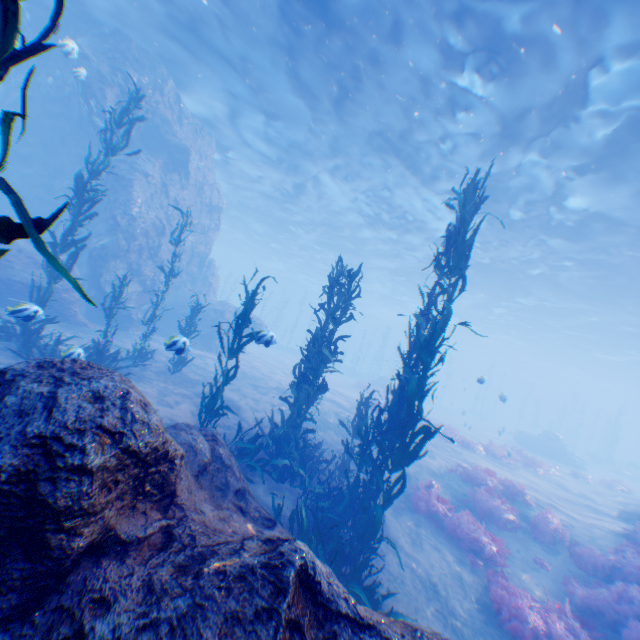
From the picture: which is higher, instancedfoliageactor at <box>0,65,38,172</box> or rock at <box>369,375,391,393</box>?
instancedfoliageactor at <box>0,65,38,172</box>

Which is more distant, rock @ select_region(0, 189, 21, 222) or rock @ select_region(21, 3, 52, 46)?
rock @ select_region(0, 189, 21, 222)

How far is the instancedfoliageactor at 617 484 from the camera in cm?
1978

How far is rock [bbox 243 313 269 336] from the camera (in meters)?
8.20

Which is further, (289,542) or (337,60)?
(337,60)

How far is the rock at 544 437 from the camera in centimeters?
2672cm

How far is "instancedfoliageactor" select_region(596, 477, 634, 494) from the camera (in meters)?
19.78

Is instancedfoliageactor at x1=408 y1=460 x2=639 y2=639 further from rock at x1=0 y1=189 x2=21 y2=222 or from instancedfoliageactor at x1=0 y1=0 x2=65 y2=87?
instancedfoliageactor at x1=0 y1=0 x2=65 y2=87
